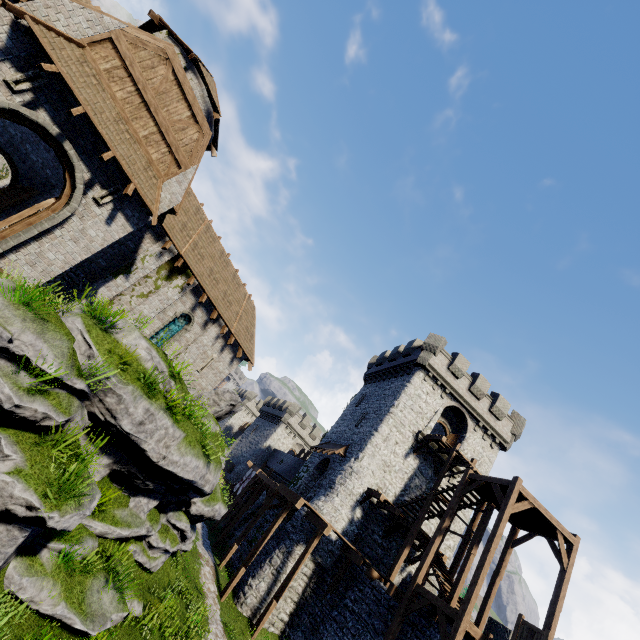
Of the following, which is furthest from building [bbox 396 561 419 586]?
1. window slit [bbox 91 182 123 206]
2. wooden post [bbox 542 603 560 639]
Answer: window slit [bbox 91 182 123 206]

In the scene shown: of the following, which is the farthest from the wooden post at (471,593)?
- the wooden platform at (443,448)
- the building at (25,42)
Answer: the building at (25,42)

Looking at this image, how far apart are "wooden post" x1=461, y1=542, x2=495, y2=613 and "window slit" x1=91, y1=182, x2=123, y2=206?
20.1 meters

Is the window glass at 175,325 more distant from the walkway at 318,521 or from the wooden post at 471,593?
the wooden post at 471,593

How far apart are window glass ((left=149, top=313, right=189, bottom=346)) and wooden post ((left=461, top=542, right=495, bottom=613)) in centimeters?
1829cm

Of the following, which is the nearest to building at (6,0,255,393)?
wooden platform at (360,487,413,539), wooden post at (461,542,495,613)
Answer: wooden platform at (360,487,413,539)

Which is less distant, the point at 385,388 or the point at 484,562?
the point at 484,562

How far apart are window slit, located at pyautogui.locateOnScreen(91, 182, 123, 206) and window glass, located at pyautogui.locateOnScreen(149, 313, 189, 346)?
7.74m
